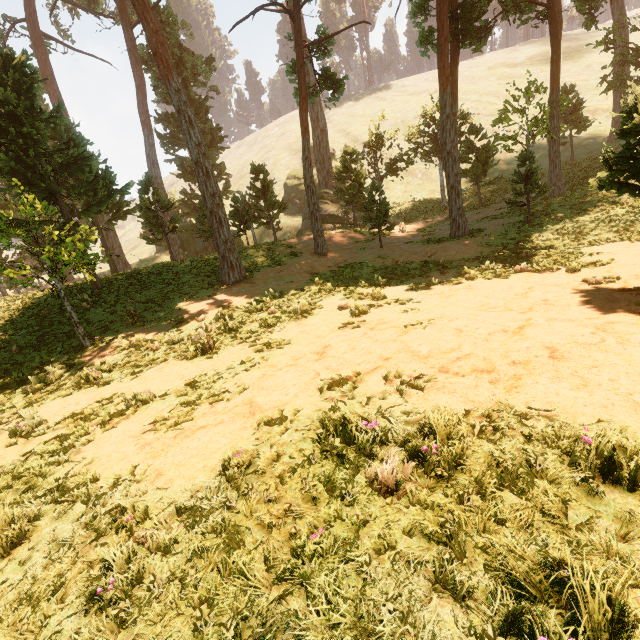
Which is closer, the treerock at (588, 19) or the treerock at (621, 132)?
the treerock at (621, 132)

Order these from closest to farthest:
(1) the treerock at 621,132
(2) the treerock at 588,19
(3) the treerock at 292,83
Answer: (1) the treerock at 621,132 < (3) the treerock at 292,83 < (2) the treerock at 588,19

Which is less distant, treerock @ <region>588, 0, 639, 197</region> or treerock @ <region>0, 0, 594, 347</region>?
treerock @ <region>588, 0, 639, 197</region>

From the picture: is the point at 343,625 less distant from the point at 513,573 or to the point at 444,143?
the point at 513,573

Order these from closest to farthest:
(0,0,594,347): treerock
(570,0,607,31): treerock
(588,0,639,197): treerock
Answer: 1. (588,0,639,197): treerock
2. (0,0,594,347): treerock
3. (570,0,607,31): treerock
